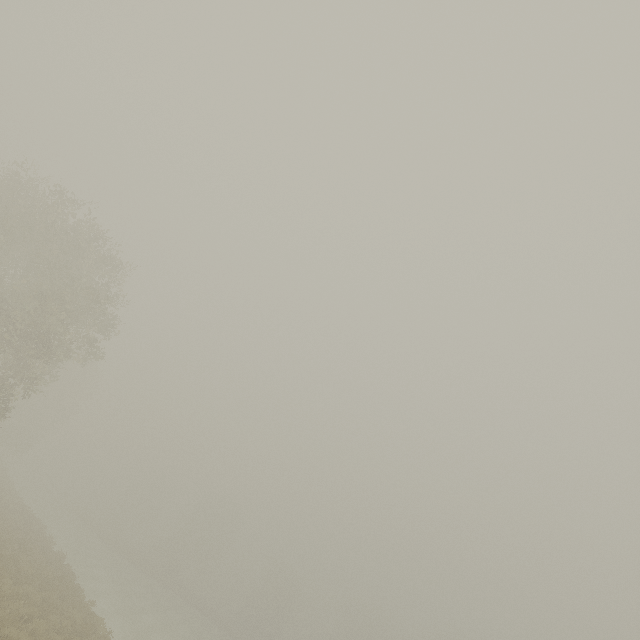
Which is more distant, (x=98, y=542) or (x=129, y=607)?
(x=98, y=542)
